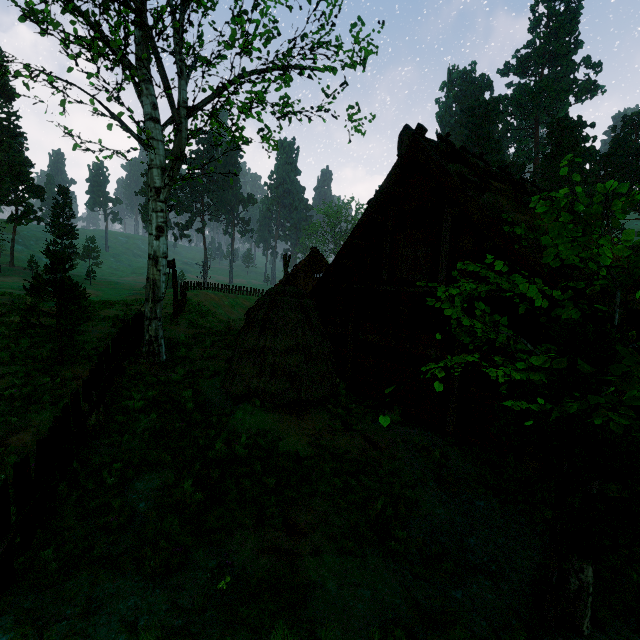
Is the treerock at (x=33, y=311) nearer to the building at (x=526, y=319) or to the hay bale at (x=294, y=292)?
the building at (x=526, y=319)

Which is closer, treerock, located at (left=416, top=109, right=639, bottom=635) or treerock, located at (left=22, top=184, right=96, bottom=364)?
treerock, located at (left=416, top=109, right=639, bottom=635)

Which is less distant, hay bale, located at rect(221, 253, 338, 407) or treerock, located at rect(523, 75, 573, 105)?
hay bale, located at rect(221, 253, 338, 407)

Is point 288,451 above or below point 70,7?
below

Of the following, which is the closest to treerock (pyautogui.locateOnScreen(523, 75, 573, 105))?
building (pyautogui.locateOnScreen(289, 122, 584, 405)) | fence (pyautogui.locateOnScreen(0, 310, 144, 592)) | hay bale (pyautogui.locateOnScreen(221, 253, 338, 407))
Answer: building (pyautogui.locateOnScreen(289, 122, 584, 405))

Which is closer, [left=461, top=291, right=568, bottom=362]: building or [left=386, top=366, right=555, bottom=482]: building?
[left=461, top=291, right=568, bottom=362]: building

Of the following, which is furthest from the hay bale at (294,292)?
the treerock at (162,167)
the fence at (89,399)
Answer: the treerock at (162,167)
